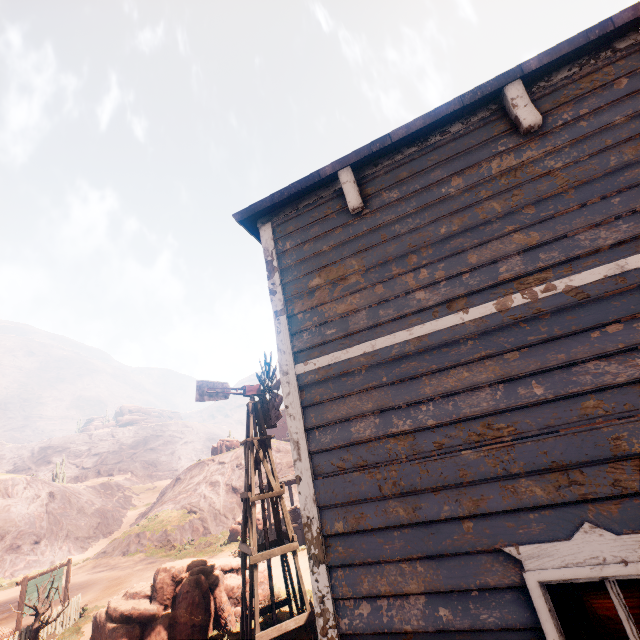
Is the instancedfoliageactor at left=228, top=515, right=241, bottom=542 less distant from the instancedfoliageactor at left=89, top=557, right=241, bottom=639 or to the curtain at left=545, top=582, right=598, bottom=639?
the instancedfoliageactor at left=89, top=557, right=241, bottom=639

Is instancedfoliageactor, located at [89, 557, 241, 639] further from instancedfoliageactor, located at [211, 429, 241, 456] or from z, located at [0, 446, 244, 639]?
instancedfoliageactor, located at [211, 429, 241, 456]

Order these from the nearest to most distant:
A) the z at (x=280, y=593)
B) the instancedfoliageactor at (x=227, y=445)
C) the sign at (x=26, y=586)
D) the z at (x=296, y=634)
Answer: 1. the z at (x=296, y=634)
2. the z at (x=280, y=593)
3. the sign at (x=26, y=586)
4. the instancedfoliageactor at (x=227, y=445)

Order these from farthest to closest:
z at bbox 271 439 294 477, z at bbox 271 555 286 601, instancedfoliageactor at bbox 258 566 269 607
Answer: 1. z at bbox 271 439 294 477
2. z at bbox 271 555 286 601
3. instancedfoliageactor at bbox 258 566 269 607

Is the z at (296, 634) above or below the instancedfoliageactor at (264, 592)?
below

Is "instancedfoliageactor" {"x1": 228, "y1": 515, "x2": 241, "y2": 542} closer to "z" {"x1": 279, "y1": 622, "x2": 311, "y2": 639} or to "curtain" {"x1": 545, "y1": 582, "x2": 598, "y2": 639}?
"z" {"x1": 279, "y1": 622, "x2": 311, "y2": 639}

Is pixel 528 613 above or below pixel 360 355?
below
